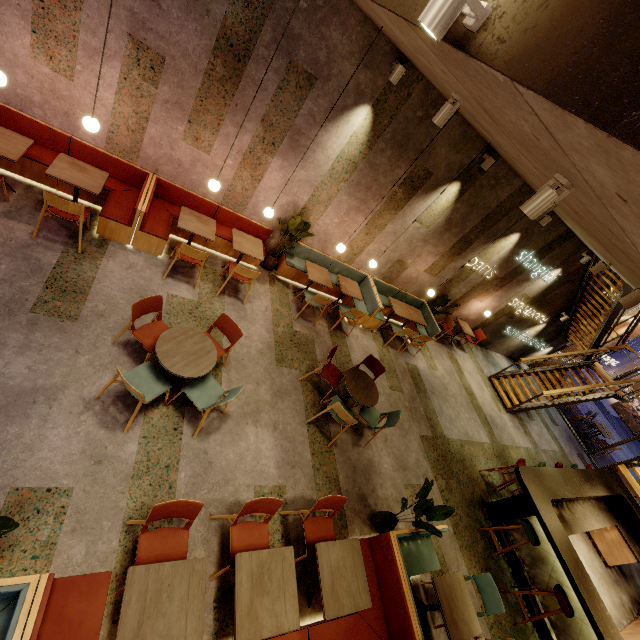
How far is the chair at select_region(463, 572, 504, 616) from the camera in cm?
448

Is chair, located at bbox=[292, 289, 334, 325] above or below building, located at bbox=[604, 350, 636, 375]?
below

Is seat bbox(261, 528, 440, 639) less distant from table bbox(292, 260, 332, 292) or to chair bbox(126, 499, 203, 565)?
chair bbox(126, 499, 203, 565)

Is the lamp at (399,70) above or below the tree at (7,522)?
above

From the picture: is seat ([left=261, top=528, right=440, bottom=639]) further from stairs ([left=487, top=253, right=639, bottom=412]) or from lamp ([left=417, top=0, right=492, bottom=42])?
stairs ([left=487, top=253, right=639, bottom=412])

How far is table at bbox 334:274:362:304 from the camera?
7.4 meters

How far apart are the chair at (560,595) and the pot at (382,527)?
2.8m

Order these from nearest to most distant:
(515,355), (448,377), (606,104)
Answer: (606,104) → (448,377) → (515,355)
